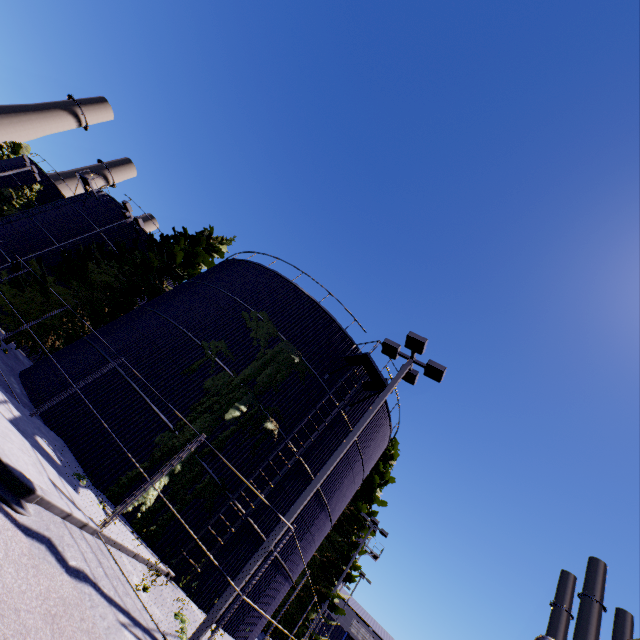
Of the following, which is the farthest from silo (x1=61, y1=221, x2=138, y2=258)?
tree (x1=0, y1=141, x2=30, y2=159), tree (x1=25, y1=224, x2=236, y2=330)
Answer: tree (x1=0, y1=141, x2=30, y2=159)

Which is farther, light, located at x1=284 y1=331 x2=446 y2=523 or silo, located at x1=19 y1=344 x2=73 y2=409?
silo, located at x1=19 y1=344 x2=73 y2=409

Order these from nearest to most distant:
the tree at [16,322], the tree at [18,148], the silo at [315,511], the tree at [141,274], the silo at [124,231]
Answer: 1. the silo at [315,511]
2. the tree at [16,322]
3. the tree at [141,274]
4. the silo at [124,231]
5. the tree at [18,148]

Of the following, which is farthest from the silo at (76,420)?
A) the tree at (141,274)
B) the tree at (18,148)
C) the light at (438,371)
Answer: the light at (438,371)

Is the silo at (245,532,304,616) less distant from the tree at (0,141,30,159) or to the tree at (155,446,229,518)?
the tree at (155,446,229,518)

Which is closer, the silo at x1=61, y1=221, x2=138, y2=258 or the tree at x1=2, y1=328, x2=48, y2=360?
the tree at x1=2, y1=328, x2=48, y2=360

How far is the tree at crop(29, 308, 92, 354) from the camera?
18.0 meters

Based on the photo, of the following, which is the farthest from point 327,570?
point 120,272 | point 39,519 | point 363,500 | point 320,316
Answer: point 120,272
